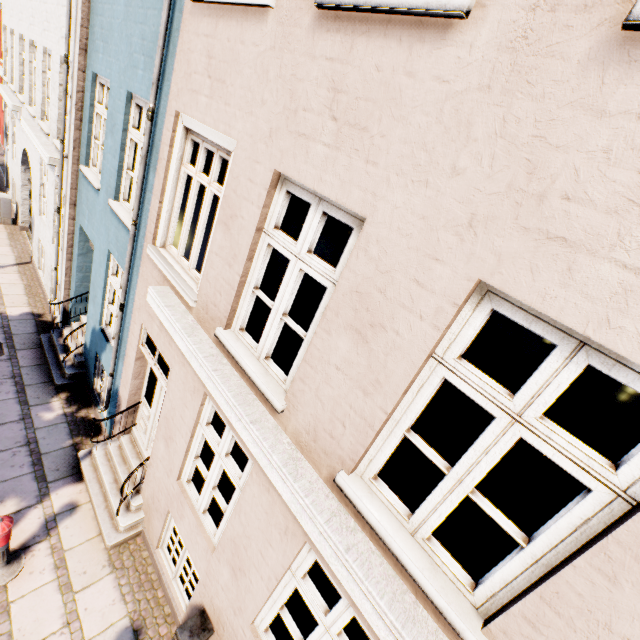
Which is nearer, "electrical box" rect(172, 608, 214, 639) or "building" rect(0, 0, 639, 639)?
"building" rect(0, 0, 639, 639)

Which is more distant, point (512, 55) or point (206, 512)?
point (206, 512)

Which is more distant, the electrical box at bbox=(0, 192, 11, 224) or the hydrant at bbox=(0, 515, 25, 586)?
the electrical box at bbox=(0, 192, 11, 224)

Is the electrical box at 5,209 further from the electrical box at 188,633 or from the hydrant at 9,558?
the electrical box at 188,633

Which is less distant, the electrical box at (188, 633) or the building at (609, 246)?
the building at (609, 246)

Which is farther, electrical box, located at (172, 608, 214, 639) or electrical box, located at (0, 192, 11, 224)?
electrical box, located at (0, 192, 11, 224)

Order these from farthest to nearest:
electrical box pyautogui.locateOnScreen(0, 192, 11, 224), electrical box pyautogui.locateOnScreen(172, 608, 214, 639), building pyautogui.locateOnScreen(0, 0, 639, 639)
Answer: electrical box pyautogui.locateOnScreen(0, 192, 11, 224) < electrical box pyautogui.locateOnScreen(172, 608, 214, 639) < building pyautogui.locateOnScreen(0, 0, 639, 639)

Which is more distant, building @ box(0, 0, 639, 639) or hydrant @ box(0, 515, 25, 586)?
hydrant @ box(0, 515, 25, 586)
